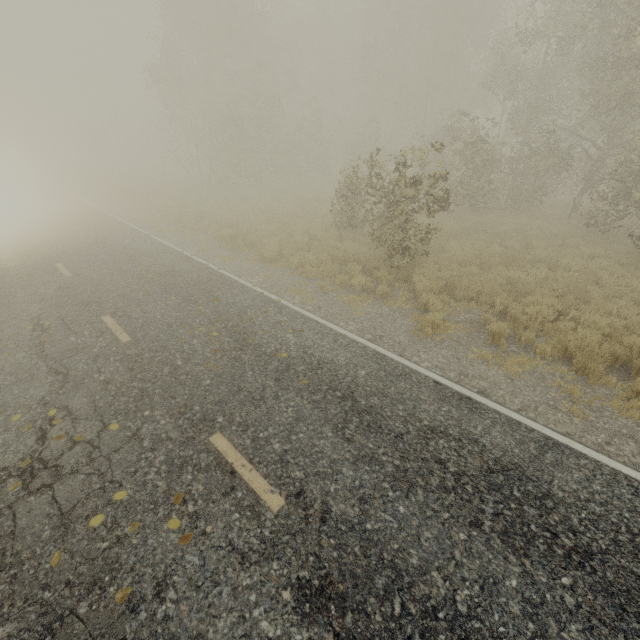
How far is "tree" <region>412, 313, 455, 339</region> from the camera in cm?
738

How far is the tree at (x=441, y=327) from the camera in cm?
738

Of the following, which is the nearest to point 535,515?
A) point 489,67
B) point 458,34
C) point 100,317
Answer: point 100,317
